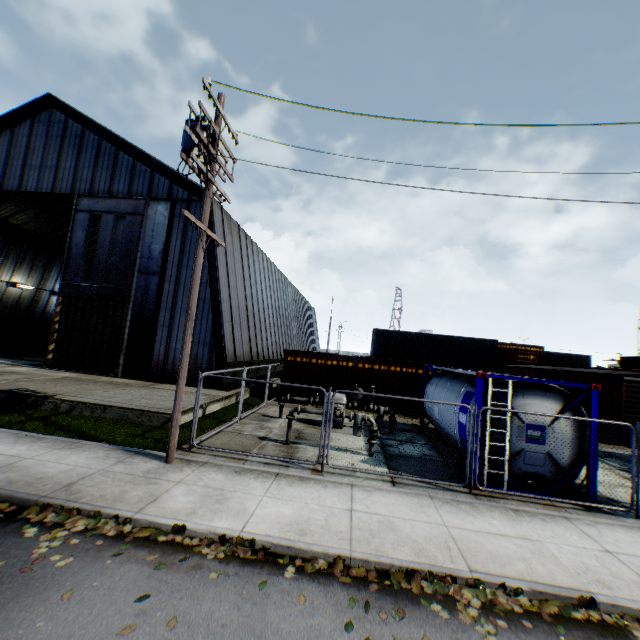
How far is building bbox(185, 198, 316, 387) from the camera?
17.7m

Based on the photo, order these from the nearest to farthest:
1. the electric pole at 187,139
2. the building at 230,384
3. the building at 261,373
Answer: the electric pole at 187,139, the building at 230,384, the building at 261,373

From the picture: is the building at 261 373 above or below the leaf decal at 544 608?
above

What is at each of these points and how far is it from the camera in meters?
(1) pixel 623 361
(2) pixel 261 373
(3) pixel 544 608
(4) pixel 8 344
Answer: (1) storage container, 35.1
(2) building, 24.0
(3) leaf decal, 4.6
(4) trash dumpster, 24.9

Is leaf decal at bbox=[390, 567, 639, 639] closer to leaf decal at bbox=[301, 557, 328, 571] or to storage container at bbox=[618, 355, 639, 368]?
leaf decal at bbox=[301, 557, 328, 571]

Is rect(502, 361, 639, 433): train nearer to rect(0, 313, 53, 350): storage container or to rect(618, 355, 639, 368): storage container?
rect(618, 355, 639, 368): storage container

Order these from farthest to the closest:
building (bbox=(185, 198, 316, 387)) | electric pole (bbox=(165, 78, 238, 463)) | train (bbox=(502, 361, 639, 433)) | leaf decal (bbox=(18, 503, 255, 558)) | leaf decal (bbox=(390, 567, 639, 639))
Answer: building (bbox=(185, 198, 316, 387)), train (bbox=(502, 361, 639, 433)), electric pole (bbox=(165, 78, 238, 463)), leaf decal (bbox=(18, 503, 255, 558)), leaf decal (bbox=(390, 567, 639, 639))

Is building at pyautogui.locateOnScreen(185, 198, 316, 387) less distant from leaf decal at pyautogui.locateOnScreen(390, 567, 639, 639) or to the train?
leaf decal at pyautogui.locateOnScreen(390, 567, 639, 639)
